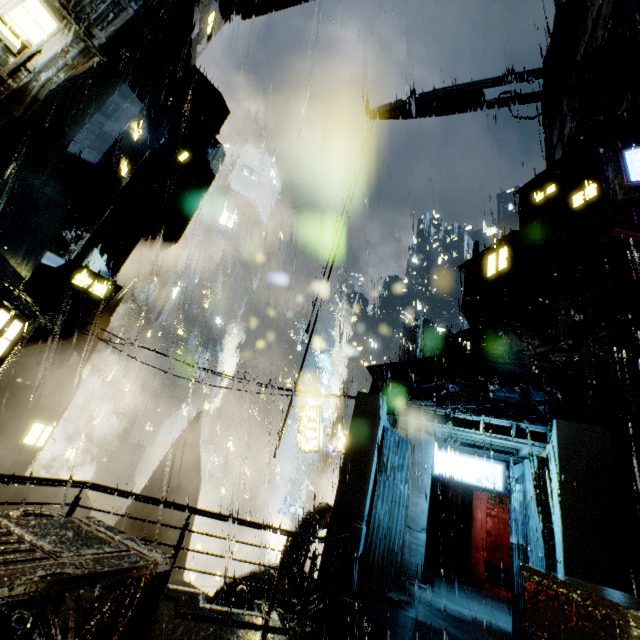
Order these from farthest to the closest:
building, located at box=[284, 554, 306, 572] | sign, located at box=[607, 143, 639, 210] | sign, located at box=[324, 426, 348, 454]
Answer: sign, located at box=[324, 426, 348, 454], building, located at box=[284, 554, 306, 572], sign, located at box=[607, 143, 639, 210]

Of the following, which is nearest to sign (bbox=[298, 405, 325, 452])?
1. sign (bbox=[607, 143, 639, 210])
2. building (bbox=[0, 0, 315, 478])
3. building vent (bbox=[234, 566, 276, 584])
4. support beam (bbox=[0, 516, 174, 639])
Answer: building (bbox=[0, 0, 315, 478])

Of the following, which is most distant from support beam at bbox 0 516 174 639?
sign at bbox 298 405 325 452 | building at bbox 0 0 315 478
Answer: sign at bbox 298 405 325 452

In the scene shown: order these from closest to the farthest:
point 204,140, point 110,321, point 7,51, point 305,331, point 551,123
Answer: point 7,51 → point 305,331 → point 204,140 → point 110,321 → point 551,123

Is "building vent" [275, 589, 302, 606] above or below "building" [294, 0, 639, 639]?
below

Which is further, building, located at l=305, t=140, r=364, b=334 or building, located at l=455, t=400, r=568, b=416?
building, located at l=305, t=140, r=364, b=334

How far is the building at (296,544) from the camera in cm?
1102
